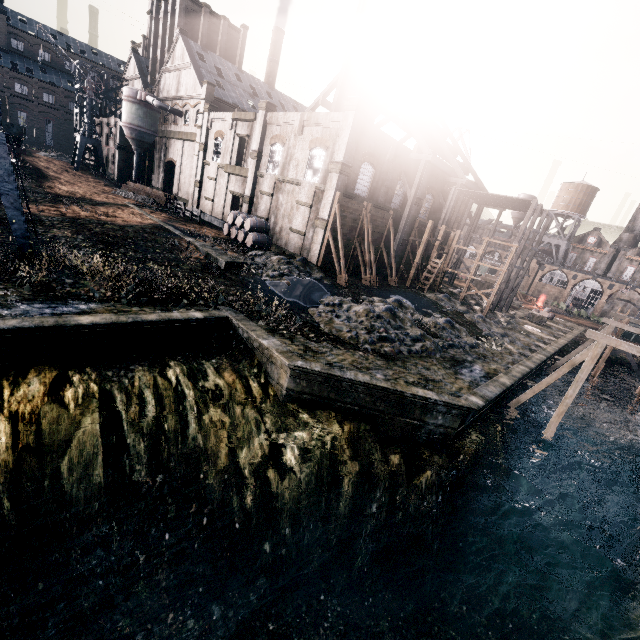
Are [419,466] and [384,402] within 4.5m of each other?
yes

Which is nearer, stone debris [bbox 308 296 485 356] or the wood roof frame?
stone debris [bbox 308 296 485 356]

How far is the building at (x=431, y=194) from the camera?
34.34m

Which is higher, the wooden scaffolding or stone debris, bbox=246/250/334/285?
the wooden scaffolding

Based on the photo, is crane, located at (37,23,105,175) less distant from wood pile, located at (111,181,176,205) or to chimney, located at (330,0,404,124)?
wood pile, located at (111,181,176,205)

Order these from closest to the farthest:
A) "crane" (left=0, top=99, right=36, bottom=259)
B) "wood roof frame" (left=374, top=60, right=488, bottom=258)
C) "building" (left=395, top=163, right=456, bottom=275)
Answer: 1. "crane" (left=0, top=99, right=36, bottom=259)
2. "wood roof frame" (left=374, top=60, right=488, bottom=258)
3. "building" (left=395, top=163, right=456, bottom=275)

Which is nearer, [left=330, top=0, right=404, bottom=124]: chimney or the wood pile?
[left=330, top=0, right=404, bottom=124]: chimney

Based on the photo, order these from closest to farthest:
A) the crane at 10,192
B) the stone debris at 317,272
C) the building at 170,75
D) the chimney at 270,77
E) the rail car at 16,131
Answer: the crane at 10,192 < the stone debris at 317,272 < the building at 170,75 < the rail car at 16,131 < the chimney at 270,77
